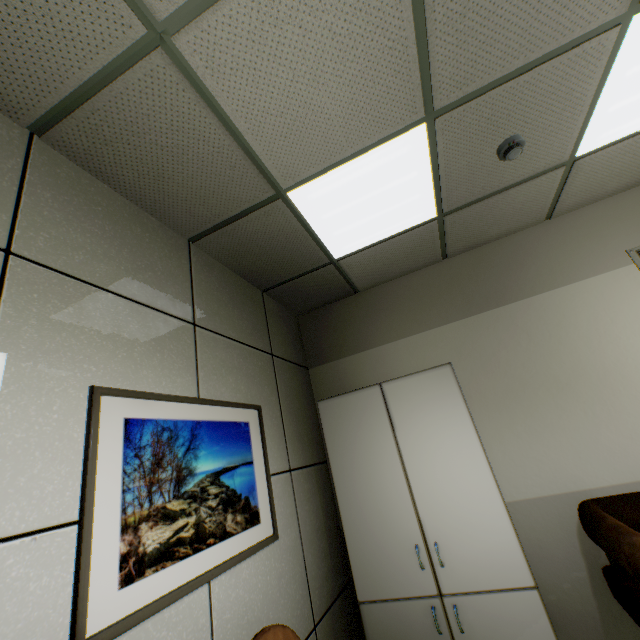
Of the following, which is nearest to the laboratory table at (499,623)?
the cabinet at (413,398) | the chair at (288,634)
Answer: the cabinet at (413,398)

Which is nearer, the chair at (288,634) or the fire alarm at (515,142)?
the chair at (288,634)

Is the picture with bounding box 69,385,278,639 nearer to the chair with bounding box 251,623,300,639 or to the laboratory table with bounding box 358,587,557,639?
the chair with bounding box 251,623,300,639

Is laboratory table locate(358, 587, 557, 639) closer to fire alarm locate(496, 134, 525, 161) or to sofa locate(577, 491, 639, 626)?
sofa locate(577, 491, 639, 626)

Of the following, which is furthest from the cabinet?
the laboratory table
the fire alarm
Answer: the fire alarm

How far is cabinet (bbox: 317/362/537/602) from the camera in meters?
2.2 m

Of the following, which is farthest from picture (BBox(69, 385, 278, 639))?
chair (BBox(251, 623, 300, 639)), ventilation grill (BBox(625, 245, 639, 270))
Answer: ventilation grill (BBox(625, 245, 639, 270))

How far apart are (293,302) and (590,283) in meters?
2.8
